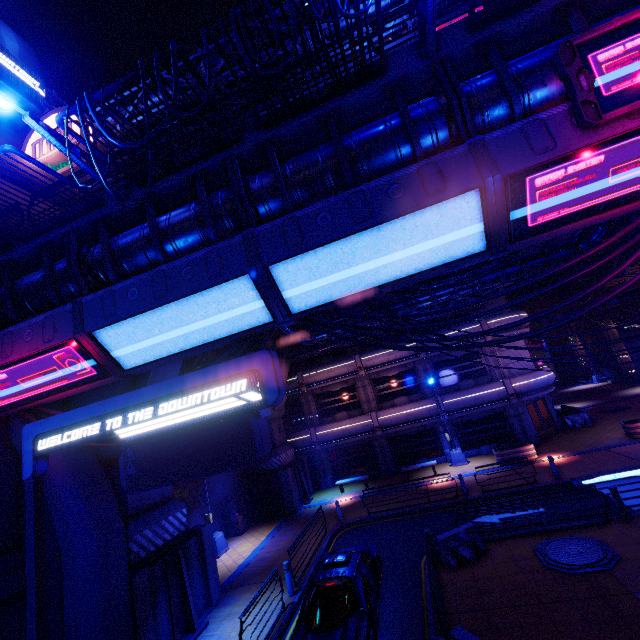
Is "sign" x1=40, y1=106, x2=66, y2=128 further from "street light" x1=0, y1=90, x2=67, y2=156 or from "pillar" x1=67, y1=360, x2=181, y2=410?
"street light" x1=0, y1=90, x2=67, y2=156

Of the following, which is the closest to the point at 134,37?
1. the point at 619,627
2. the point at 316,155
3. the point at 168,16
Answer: the point at 168,16

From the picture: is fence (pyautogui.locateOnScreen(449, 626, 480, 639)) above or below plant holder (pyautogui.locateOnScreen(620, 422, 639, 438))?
above

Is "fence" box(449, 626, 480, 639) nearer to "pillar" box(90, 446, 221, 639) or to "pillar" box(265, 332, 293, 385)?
"pillar" box(90, 446, 221, 639)

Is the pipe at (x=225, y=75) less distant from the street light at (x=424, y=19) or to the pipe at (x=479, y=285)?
the pipe at (x=479, y=285)

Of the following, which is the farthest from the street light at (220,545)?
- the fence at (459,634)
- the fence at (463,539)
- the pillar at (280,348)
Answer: the fence at (459,634)

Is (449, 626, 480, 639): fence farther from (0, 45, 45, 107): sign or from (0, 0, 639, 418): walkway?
(0, 45, 45, 107): sign

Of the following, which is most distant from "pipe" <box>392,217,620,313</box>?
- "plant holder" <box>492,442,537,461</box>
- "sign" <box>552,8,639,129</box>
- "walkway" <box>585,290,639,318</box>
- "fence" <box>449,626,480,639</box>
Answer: "walkway" <box>585,290,639,318</box>
